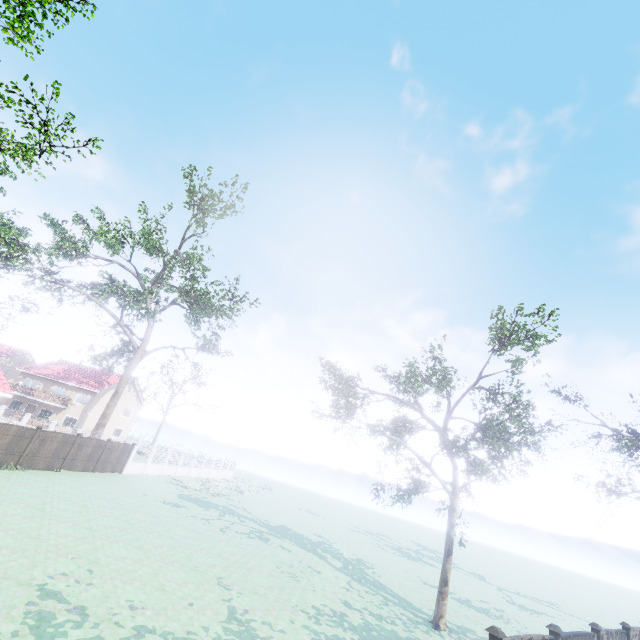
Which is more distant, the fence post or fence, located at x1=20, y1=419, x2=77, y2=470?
fence, located at x1=20, y1=419, x2=77, y2=470

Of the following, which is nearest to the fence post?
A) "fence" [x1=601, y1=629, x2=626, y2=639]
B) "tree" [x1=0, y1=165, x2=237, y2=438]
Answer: "fence" [x1=601, y1=629, x2=626, y2=639]

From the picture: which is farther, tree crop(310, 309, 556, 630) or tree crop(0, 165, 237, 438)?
tree crop(0, 165, 237, 438)

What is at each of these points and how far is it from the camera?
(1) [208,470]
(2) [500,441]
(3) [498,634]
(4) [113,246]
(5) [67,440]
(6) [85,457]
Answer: (1) fence, 44.8 meters
(2) tree, 14.0 meters
(3) fence post, 6.8 meters
(4) tree, 38.9 meters
(5) fence, 22.4 meters
(6) fence, 24.2 meters

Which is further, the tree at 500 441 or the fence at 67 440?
the fence at 67 440

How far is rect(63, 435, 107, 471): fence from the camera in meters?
23.1

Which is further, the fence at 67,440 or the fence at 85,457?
the fence at 85,457

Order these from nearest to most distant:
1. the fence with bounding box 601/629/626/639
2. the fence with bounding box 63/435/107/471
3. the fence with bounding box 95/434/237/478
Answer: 1. the fence with bounding box 601/629/626/639
2. the fence with bounding box 63/435/107/471
3. the fence with bounding box 95/434/237/478
